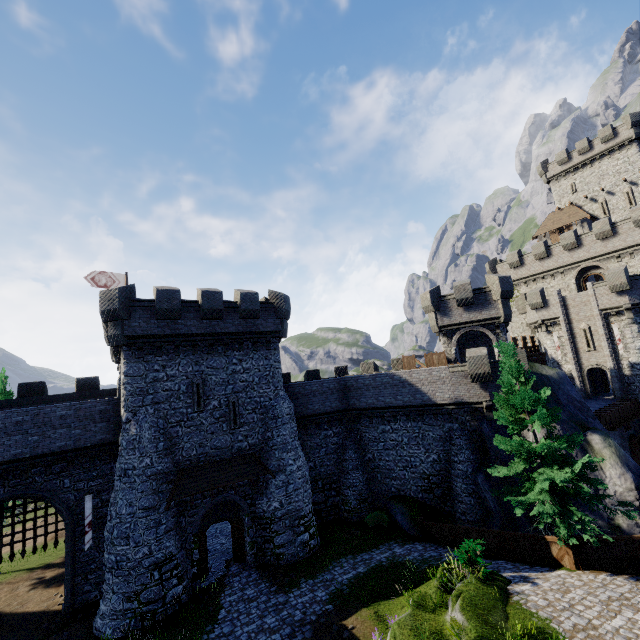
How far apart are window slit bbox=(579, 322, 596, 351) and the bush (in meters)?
25.53

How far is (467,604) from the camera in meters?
10.7 m

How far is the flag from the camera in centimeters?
2531cm

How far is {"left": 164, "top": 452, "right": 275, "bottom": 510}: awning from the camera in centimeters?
1767cm

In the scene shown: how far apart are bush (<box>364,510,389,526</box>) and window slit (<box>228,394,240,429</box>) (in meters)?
11.07

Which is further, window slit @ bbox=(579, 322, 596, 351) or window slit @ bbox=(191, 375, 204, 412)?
window slit @ bbox=(579, 322, 596, 351)

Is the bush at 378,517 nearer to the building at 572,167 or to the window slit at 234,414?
the window slit at 234,414

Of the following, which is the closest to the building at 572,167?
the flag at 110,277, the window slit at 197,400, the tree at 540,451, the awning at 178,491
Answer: the tree at 540,451
